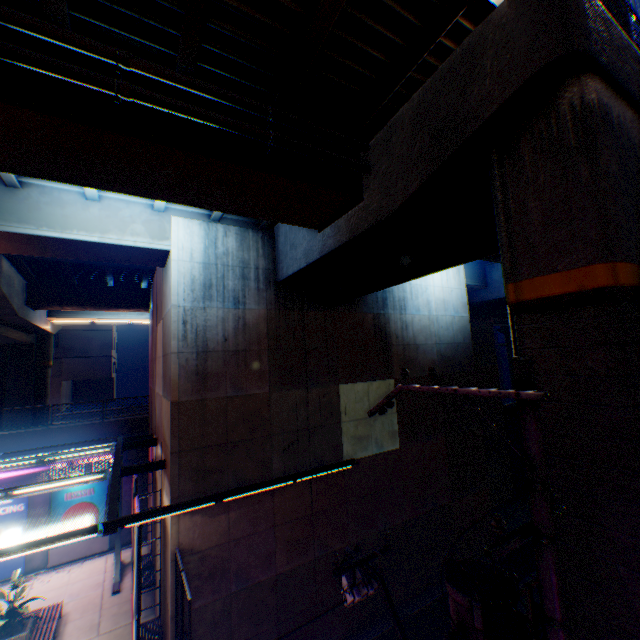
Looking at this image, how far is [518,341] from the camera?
5.2m

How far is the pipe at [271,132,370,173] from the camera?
6.3 meters

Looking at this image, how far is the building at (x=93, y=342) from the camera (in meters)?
34.16

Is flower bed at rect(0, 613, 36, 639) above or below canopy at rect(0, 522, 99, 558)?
below

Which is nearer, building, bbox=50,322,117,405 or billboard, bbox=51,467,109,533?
billboard, bbox=51,467,109,533

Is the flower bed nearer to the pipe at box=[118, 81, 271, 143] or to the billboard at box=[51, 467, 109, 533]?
the billboard at box=[51, 467, 109, 533]

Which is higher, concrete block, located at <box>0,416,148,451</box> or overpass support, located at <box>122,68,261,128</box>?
overpass support, located at <box>122,68,261,128</box>

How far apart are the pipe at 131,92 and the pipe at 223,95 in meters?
0.3 m
